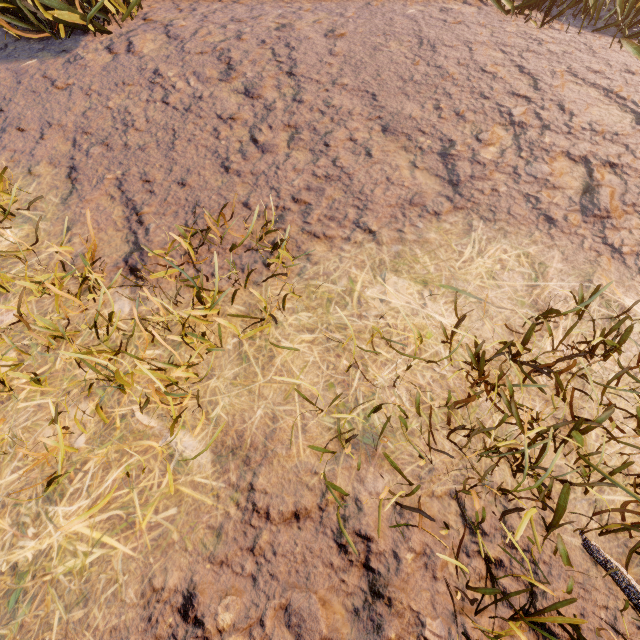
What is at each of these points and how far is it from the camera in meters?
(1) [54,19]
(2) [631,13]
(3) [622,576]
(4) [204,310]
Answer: (1) instancedfoliageactor, 3.6 m
(2) instancedfoliageactor, 3.8 m
(3) instancedfoliageactor, 1.5 m
(4) instancedfoliageactor, 2.2 m

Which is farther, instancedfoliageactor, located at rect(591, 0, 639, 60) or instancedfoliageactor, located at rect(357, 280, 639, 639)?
instancedfoliageactor, located at rect(591, 0, 639, 60)

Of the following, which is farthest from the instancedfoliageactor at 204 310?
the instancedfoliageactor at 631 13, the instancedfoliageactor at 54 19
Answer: the instancedfoliageactor at 54 19

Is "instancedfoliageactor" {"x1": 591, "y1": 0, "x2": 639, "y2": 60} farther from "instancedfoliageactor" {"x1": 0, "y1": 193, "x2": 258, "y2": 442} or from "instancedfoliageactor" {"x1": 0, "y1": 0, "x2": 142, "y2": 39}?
"instancedfoliageactor" {"x1": 0, "y1": 0, "x2": 142, "y2": 39}

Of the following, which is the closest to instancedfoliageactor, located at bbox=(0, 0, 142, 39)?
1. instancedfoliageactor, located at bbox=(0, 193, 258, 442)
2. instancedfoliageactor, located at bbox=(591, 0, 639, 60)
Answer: instancedfoliageactor, located at bbox=(0, 193, 258, 442)

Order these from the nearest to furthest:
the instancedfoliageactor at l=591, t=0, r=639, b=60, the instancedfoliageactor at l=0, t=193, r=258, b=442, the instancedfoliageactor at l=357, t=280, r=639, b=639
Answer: the instancedfoliageactor at l=357, t=280, r=639, b=639 < the instancedfoliageactor at l=0, t=193, r=258, b=442 < the instancedfoliageactor at l=591, t=0, r=639, b=60

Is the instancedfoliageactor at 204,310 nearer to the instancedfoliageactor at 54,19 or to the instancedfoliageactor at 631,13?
the instancedfoliageactor at 631,13
